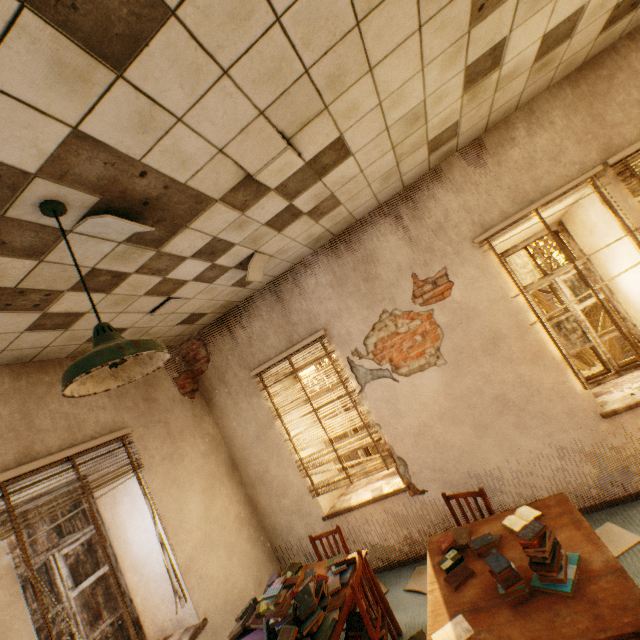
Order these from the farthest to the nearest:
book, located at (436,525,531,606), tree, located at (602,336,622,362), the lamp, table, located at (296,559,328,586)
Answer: tree, located at (602,336,622,362), table, located at (296,559,328,586), book, located at (436,525,531,606), the lamp

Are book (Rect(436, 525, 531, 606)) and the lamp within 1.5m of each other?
no

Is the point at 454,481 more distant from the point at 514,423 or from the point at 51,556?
the point at 51,556

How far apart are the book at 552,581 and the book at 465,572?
0.2 meters

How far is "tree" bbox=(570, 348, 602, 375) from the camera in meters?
7.9 m

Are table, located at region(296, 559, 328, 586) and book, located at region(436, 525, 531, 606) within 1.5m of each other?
yes

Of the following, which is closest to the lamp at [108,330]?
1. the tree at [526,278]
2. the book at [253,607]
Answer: the book at [253,607]

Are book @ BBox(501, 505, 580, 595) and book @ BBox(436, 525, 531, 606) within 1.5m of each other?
yes
